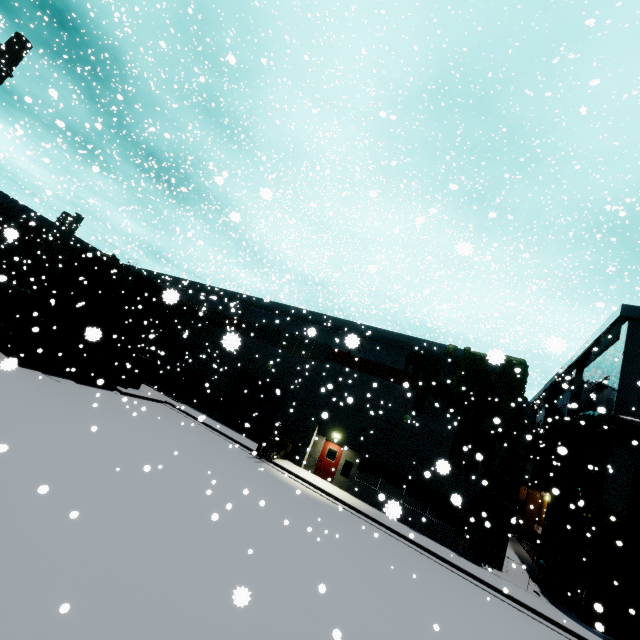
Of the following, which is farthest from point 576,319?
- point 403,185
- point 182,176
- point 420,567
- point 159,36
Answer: point 159,36

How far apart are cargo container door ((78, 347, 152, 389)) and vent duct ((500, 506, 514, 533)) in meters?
24.7

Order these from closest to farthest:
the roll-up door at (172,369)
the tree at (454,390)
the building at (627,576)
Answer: the building at (627,576) < the tree at (454,390) < the roll-up door at (172,369)

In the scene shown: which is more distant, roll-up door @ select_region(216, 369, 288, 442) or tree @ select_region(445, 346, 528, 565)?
roll-up door @ select_region(216, 369, 288, 442)

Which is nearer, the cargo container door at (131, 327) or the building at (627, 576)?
the building at (627, 576)

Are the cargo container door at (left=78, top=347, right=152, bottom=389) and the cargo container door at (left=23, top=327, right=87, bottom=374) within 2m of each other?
yes

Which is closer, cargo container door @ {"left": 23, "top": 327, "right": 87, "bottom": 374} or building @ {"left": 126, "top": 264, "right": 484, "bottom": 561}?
building @ {"left": 126, "top": 264, "right": 484, "bottom": 561}

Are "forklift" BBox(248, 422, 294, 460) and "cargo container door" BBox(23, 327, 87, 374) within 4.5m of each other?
no
